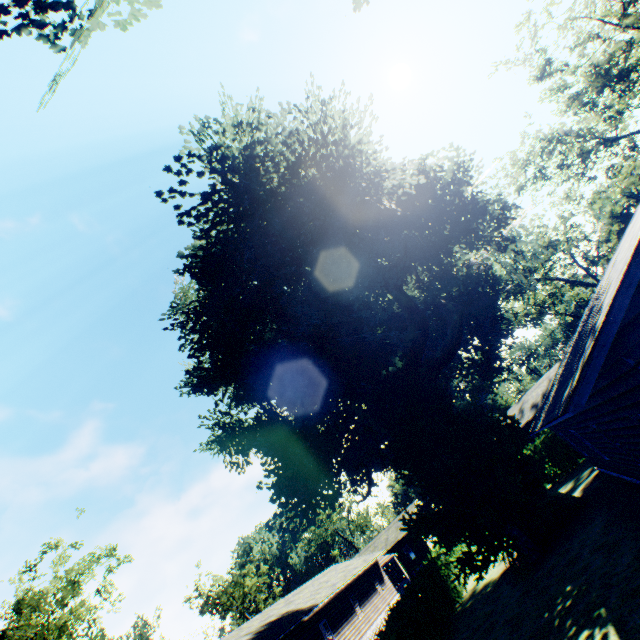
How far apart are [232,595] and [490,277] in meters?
68.9 m

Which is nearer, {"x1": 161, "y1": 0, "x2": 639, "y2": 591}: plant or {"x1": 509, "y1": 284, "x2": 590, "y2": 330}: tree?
{"x1": 161, "y1": 0, "x2": 639, "y2": 591}: plant

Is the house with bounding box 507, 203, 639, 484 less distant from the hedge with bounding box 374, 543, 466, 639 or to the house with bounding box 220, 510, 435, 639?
the hedge with bounding box 374, 543, 466, 639

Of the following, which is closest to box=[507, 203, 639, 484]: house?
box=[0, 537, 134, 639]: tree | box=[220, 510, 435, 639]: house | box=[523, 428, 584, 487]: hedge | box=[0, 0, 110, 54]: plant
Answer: box=[0, 0, 110, 54]: plant

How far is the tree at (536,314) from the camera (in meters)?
48.44

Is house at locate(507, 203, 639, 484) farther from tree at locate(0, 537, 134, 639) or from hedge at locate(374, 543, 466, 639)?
tree at locate(0, 537, 134, 639)

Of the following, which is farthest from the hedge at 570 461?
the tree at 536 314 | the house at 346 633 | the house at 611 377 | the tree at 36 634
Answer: the tree at 36 634

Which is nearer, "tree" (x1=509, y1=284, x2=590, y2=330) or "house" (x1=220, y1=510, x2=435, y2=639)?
"house" (x1=220, y1=510, x2=435, y2=639)
